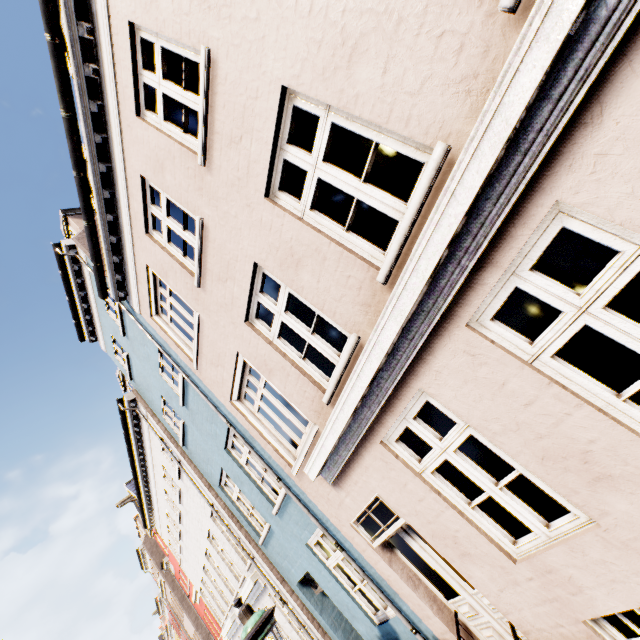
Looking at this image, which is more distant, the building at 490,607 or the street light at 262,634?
the street light at 262,634

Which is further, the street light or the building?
the street light

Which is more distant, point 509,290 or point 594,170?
point 509,290
